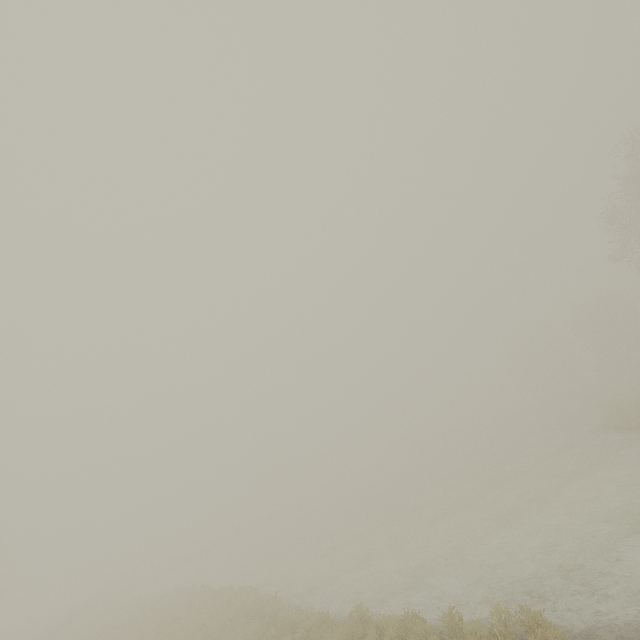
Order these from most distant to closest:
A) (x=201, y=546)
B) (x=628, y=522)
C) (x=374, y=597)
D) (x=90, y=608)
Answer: (x=201, y=546), (x=90, y=608), (x=374, y=597), (x=628, y=522)
